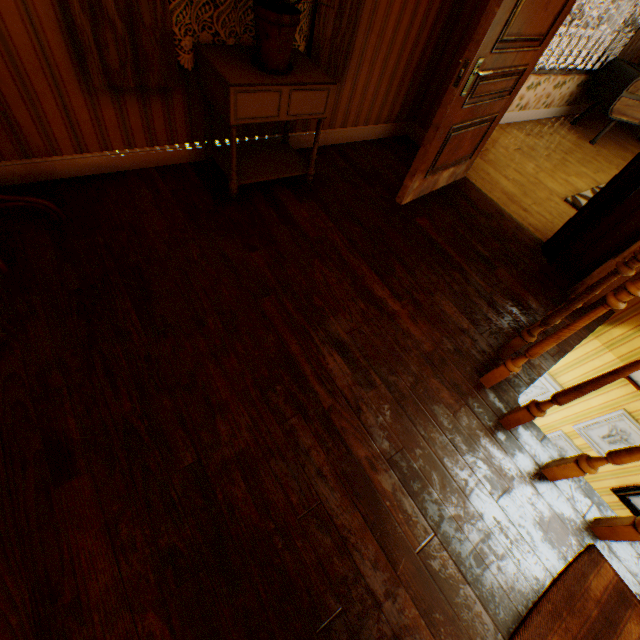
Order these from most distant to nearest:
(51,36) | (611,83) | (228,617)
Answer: (611,83), (51,36), (228,617)

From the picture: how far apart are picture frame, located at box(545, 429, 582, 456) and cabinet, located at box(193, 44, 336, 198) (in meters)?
3.96

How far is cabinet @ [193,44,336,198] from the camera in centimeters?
202cm

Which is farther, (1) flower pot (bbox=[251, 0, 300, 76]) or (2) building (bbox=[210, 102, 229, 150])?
(2) building (bbox=[210, 102, 229, 150])

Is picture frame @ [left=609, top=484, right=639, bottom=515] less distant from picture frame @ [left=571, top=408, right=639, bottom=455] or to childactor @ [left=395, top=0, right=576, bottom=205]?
picture frame @ [left=571, top=408, right=639, bottom=455]

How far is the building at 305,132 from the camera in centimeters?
311cm

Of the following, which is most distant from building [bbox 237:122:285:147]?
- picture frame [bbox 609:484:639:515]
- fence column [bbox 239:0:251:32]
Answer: fence column [bbox 239:0:251:32]

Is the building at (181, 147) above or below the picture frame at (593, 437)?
above
